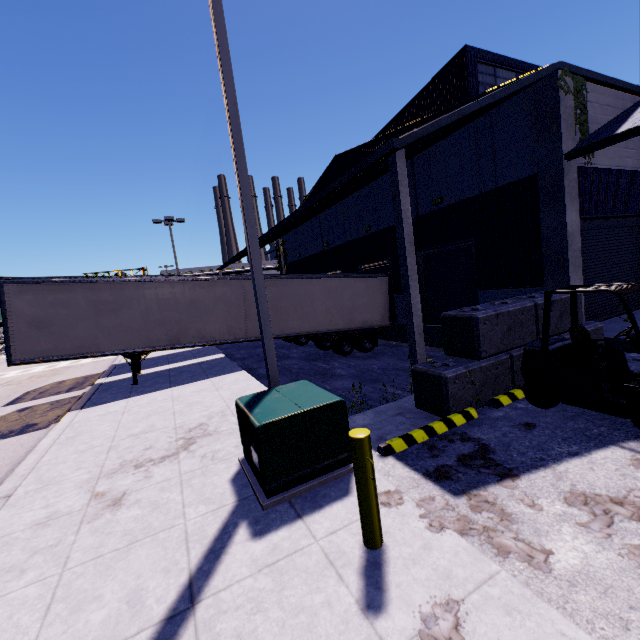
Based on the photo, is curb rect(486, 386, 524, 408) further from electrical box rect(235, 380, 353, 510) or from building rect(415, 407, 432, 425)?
electrical box rect(235, 380, 353, 510)

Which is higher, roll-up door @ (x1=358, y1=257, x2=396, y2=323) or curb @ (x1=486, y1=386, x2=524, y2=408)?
roll-up door @ (x1=358, y1=257, x2=396, y2=323)

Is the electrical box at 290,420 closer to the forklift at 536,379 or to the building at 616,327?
the building at 616,327

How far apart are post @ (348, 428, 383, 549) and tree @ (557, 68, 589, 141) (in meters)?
11.03

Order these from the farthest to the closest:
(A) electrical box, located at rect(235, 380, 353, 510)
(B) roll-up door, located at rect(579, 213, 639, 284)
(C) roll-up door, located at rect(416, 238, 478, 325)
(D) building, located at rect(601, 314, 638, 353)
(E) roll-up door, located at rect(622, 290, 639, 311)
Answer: (C) roll-up door, located at rect(416, 238, 478, 325) < (E) roll-up door, located at rect(622, 290, 639, 311) < (B) roll-up door, located at rect(579, 213, 639, 284) < (D) building, located at rect(601, 314, 638, 353) < (A) electrical box, located at rect(235, 380, 353, 510)

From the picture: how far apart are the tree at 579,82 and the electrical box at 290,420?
10.28m

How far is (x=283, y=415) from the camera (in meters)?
4.21

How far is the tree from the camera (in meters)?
8.83
